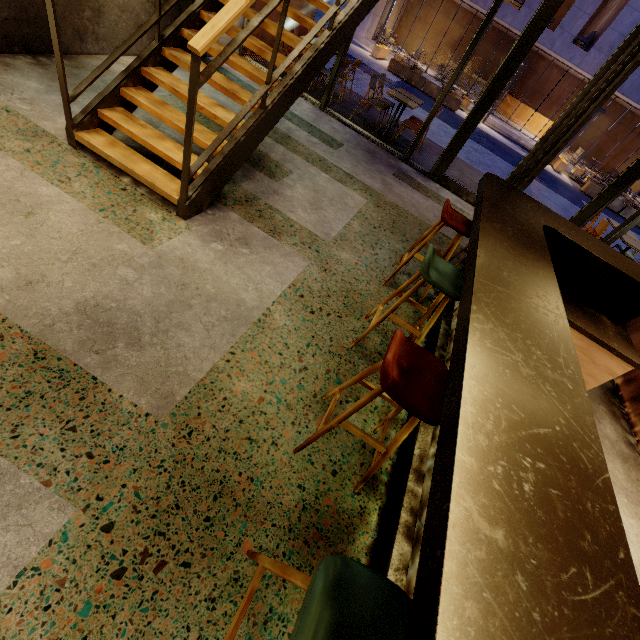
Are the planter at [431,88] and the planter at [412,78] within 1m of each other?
yes

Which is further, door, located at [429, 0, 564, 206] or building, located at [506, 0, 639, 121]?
building, located at [506, 0, 639, 121]

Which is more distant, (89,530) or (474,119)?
(474,119)

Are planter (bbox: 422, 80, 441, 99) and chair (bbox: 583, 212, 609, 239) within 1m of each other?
no

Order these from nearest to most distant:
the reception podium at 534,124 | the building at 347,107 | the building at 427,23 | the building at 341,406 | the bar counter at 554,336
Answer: the bar counter at 554,336 → the building at 341,406 → the building at 347,107 → the building at 427,23 → the reception podium at 534,124

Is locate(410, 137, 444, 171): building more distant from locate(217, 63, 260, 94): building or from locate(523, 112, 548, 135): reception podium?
locate(523, 112, 548, 135): reception podium

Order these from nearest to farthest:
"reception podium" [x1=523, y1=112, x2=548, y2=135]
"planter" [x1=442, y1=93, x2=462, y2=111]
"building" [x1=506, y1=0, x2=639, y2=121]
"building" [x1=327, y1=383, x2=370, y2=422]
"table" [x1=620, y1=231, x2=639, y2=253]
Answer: "building" [x1=327, y1=383, x2=370, y2=422], "table" [x1=620, y1=231, x2=639, y2=253], "building" [x1=506, y1=0, x2=639, y2=121], "planter" [x1=442, y1=93, x2=462, y2=111], "reception podium" [x1=523, y1=112, x2=548, y2=135]

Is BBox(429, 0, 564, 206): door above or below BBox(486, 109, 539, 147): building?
above
